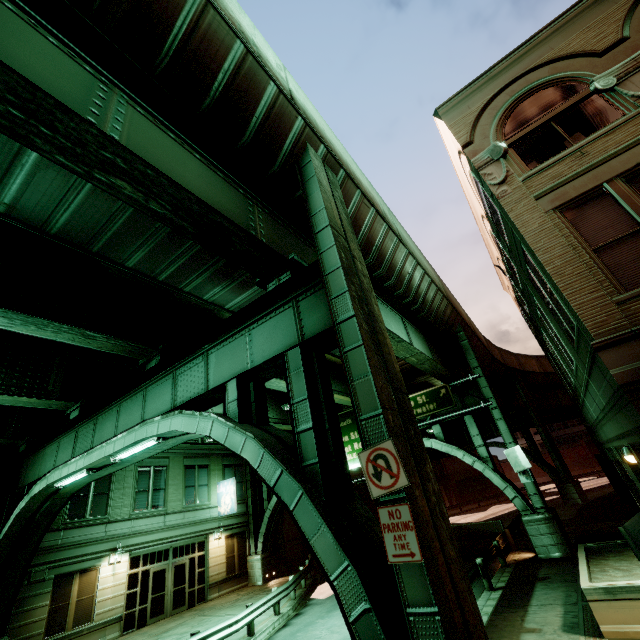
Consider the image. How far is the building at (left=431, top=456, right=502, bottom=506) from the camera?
52.3m

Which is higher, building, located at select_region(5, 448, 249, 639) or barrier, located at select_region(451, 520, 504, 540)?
building, located at select_region(5, 448, 249, 639)

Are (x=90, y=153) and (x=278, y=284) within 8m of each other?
yes

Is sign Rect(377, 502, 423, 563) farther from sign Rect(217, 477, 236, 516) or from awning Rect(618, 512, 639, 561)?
sign Rect(217, 477, 236, 516)

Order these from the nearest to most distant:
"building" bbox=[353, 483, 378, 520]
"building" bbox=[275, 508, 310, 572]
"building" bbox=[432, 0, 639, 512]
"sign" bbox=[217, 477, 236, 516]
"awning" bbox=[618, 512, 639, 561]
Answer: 1. "awning" bbox=[618, 512, 639, 561]
2. "building" bbox=[432, 0, 639, 512]
3. "sign" bbox=[217, 477, 236, 516]
4. "building" bbox=[275, 508, 310, 572]
5. "building" bbox=[353, 483, 378, 520]

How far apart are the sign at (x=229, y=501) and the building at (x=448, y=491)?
44.8 meters

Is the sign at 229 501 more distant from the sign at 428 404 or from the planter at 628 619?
the planter at 628 619

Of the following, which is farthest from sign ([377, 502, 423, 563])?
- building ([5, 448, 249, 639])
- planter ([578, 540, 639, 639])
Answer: building ([5, 448, 249, 639])
